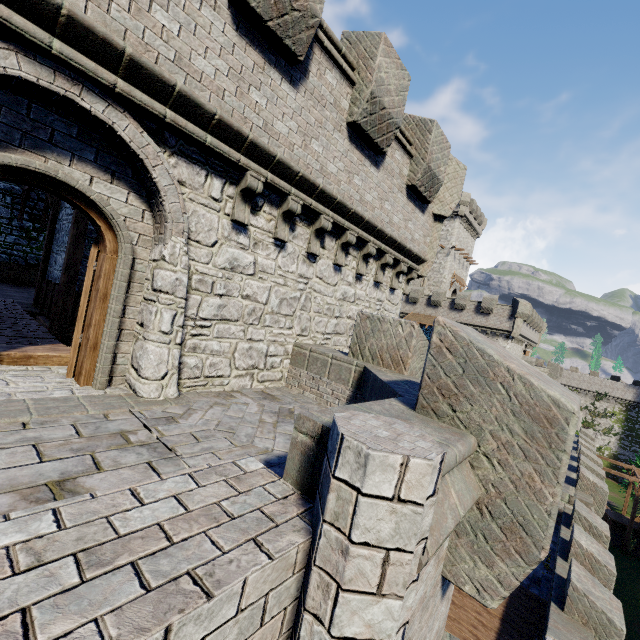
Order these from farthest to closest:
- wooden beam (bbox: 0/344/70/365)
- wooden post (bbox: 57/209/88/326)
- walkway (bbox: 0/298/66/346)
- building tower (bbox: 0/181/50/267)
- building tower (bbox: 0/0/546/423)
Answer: building tower (bbox: 0/181/50/267) < wooden post (bbox: 57/209/88/326) < walkway (bbox: 0/298/66/346) < wooden beam (bbox: 0/344/70/365) < building tower (bbox: 0/0/546/423)

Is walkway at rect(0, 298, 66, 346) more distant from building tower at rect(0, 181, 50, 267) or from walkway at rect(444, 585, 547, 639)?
walkway at rect(444, 585, 547, 639)

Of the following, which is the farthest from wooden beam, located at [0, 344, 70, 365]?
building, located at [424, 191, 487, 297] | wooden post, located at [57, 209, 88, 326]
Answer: building, located at [424, 191, 487, 297]

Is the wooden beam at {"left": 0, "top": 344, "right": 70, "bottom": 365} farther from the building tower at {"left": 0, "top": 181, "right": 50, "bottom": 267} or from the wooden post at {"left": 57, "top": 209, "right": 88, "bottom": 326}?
the wooden post at {"left": 57, "top": 209, "right": 88, "bottom": 326}

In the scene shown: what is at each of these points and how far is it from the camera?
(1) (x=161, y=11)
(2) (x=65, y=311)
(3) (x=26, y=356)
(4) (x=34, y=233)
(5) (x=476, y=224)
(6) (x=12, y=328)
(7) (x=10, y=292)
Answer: (1) building tower, 4.0 meters
(2) wooden post, 9.0 meters
(3) wooden beam, 5.1 meters
(4) building tower, 17.0 meters
(5) building, 51.2 meters
(6) walkway, 6.6 meters
(7) building tower, 13.2 meters

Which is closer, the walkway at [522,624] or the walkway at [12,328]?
the walkway at [12,328]

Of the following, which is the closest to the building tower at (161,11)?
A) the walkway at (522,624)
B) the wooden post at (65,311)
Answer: the walkway at (522,624)

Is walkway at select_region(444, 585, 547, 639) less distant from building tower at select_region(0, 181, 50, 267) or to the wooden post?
building tower at select_region(0, 181, 50, 267)
